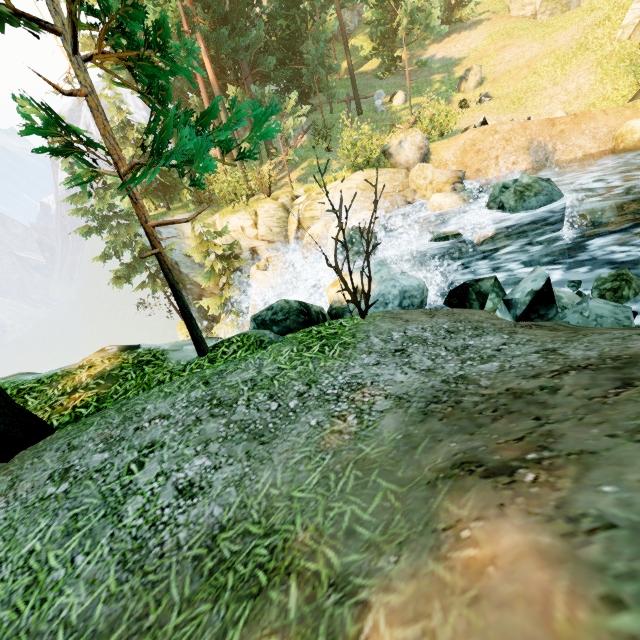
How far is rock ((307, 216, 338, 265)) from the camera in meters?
13.0

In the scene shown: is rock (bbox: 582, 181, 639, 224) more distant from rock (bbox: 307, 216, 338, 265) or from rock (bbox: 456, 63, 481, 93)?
→ rock (bbox: 456, 63, 481, 93)

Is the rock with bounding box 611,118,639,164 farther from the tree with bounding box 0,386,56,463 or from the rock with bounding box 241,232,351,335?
the tree with bounding box 0,386,56,463

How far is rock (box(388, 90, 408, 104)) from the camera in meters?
24.5 m

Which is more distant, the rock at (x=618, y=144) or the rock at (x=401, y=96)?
the rock at (x=401, y=96)

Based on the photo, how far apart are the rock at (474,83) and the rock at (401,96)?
3.3 meters

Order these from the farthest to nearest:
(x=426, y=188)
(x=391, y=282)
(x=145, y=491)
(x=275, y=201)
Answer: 1. (x=275, y=201)
2. (x=426, y=188)
3. (x=391, y=282)
4. (x=145, y=491)

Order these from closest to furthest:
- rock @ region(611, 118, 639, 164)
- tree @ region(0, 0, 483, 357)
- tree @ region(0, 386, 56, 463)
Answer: tree @ region(0, 0, 483, 357) < tree @ region(0, 386, 56, 463) < rock @ region(611, 118, 639, 164)
